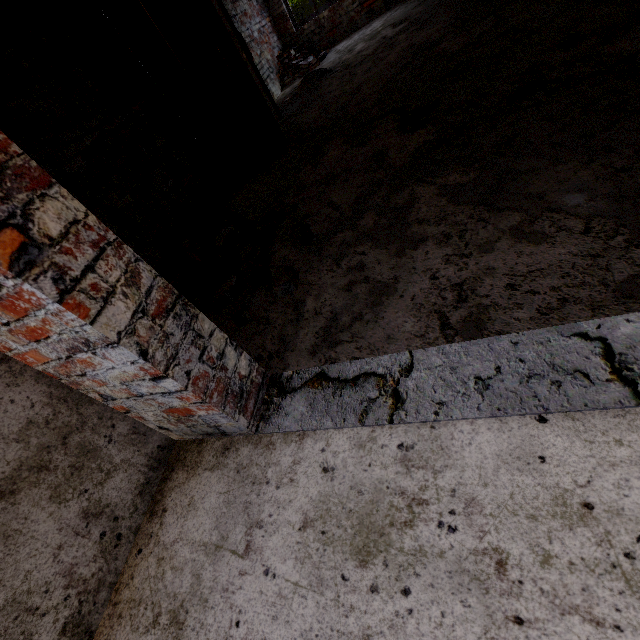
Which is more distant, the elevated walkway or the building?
the elevated walkway

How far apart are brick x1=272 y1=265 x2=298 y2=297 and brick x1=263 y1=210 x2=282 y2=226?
0.8m

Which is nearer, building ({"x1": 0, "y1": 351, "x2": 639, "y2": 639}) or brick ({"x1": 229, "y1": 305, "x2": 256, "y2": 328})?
building ({"x1": 0, "y1": 351, "x2": 639, "y2": 639})

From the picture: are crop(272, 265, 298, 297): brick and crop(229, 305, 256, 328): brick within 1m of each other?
yes

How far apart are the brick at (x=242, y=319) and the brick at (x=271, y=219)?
1.10m

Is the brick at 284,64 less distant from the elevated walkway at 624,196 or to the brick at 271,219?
the elevated walkway at 624,196

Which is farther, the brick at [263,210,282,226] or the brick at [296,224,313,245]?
the brick at [263,210,282,226]

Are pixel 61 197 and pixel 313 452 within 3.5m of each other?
yes
